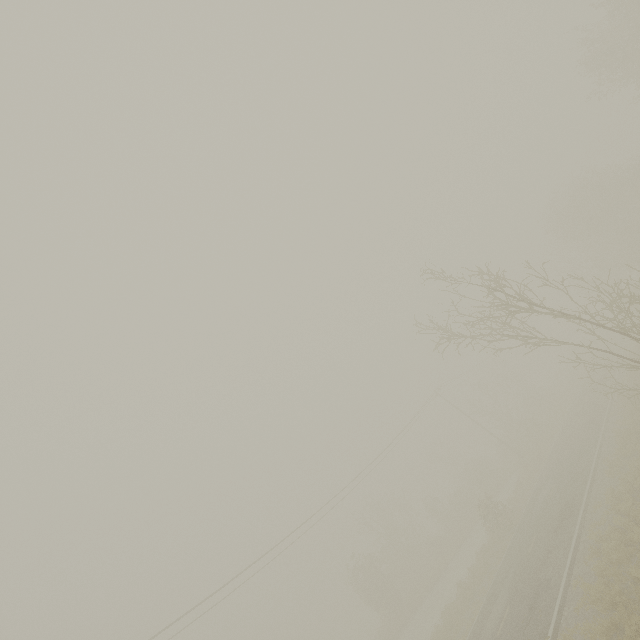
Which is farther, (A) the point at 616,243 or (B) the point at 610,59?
(A) the point at 616,243
